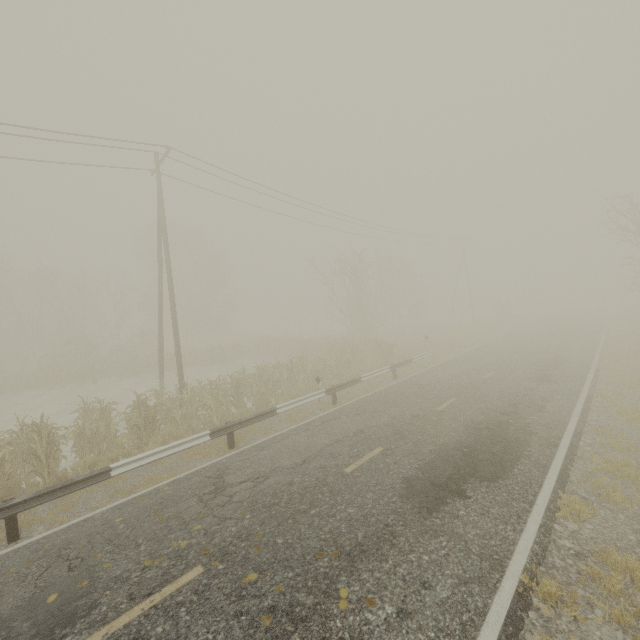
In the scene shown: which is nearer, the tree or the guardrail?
the guardrail

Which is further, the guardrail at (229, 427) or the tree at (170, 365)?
the tree at (170, 365)

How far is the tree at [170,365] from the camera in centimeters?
2729cm

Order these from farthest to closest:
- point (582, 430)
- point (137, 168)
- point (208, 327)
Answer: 1. point (208, 327)
2. point (137, 168)
3. point (582, 430)

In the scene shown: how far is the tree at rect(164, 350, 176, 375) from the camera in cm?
2729
